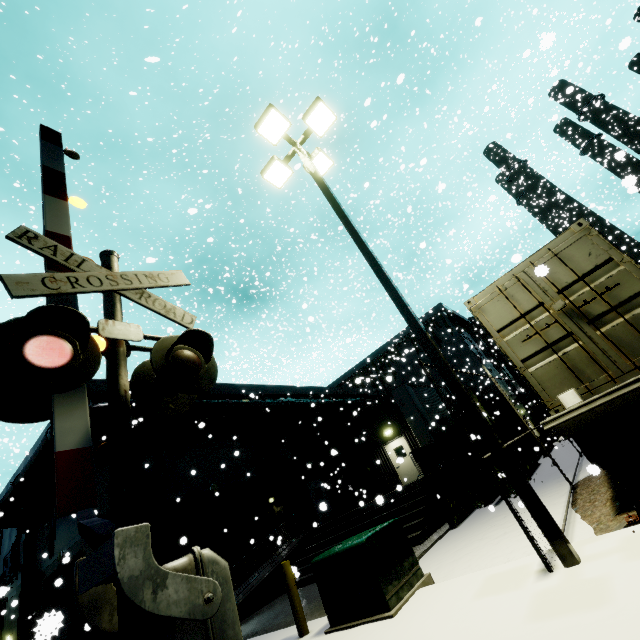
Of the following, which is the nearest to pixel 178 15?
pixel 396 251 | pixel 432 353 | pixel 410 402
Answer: pixel 432 353

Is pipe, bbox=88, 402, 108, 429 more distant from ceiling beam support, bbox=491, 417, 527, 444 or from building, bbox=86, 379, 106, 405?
ceiling beam support, bbox=491, 417, 527, 444

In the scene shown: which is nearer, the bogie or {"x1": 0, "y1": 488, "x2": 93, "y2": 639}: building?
the bogie

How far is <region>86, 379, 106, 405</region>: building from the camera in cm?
1438

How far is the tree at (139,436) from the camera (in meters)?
13.96

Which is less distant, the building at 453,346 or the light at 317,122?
the light at 317,122

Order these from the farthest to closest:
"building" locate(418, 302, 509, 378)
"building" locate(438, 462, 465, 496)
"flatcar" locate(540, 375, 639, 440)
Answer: "building" locate(418, 302, 509, 378) → "building" locate(438, 462, 465, 496) → "flatcar" locate(540, 375, 639, 440)

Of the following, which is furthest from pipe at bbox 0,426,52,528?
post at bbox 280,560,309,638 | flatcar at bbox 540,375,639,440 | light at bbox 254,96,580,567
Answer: light at bbox 254,96,580,567
